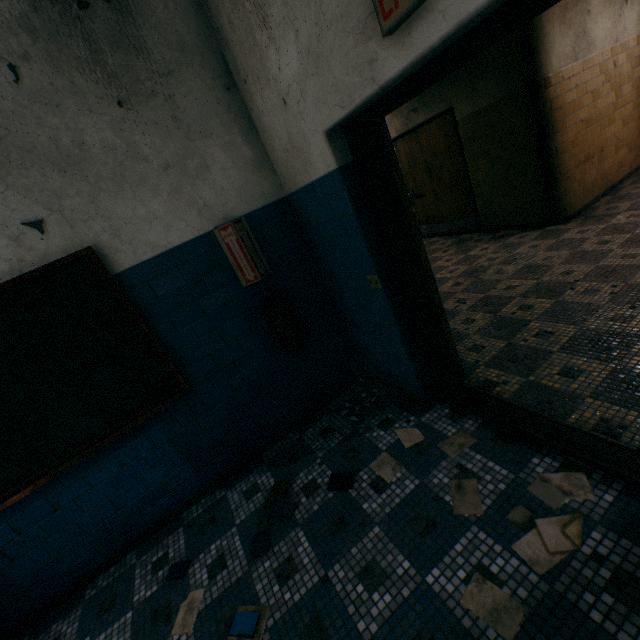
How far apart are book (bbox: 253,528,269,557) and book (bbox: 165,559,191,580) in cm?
55

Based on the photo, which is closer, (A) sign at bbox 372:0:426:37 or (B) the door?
(A) sign at bbox 372:0:426:37

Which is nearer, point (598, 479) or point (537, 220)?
point (598, 479)

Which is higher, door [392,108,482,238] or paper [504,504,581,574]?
door [392,108,482,238]

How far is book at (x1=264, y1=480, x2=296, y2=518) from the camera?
2.33m

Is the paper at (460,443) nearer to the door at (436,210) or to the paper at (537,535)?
the paper at (537,535)

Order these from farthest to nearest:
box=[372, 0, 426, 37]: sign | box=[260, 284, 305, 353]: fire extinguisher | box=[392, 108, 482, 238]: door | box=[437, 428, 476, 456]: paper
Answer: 1. box=[392, 108, 482, 238]: door
2. box=[260, 284, 305, 353]: fire extinguisher
3. box=[437, 428, 476, 456]: paper
4. box=[372, 0, 426, 37]: sign

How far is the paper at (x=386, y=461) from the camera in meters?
2.3 m
